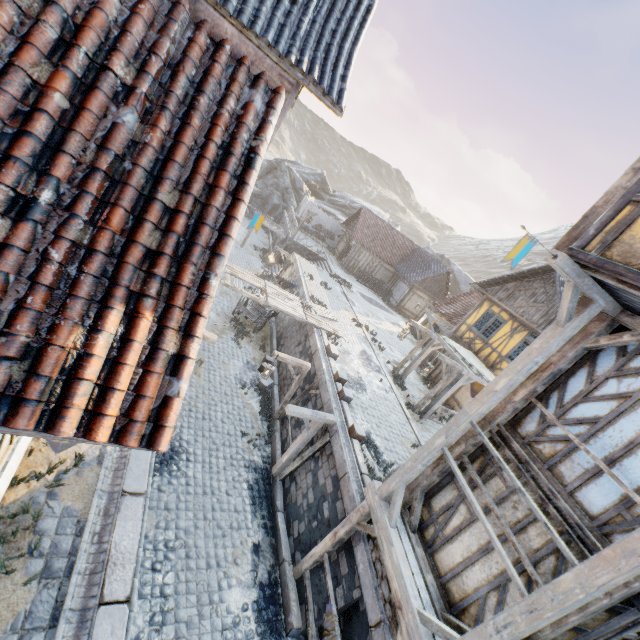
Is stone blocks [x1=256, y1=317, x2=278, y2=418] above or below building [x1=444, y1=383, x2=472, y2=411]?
below

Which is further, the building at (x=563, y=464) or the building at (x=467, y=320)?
the building at (x=467, y=320)

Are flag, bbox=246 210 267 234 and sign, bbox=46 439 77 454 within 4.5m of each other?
no

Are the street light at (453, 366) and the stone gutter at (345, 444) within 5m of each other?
yes

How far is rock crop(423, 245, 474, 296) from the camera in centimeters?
4588cm

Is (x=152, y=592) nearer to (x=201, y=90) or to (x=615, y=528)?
(x=615, y=528)

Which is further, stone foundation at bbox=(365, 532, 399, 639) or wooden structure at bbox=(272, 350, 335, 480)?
wooden structure at bbox=(272, 350, 335, 480)

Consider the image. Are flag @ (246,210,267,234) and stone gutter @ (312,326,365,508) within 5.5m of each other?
no
